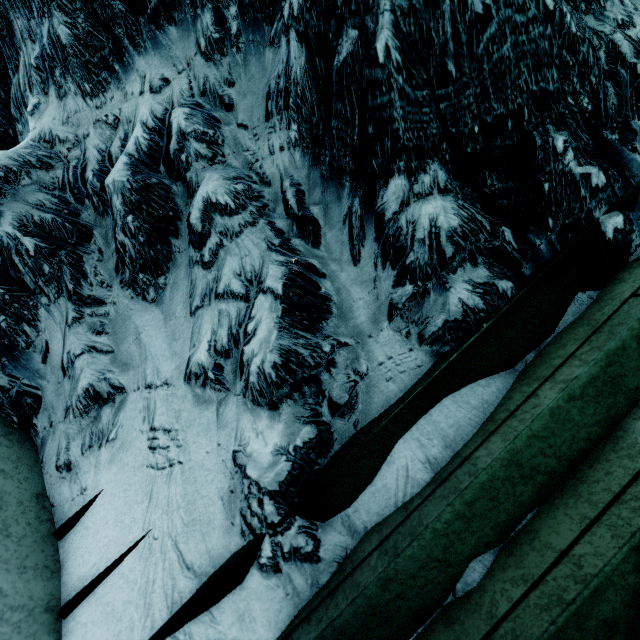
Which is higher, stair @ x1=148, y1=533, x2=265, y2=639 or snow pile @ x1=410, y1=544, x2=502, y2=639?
stair @ x1=148, y1=533, x2=265, y2=639

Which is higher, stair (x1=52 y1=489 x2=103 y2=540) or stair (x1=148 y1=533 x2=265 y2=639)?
stair (x1=52 y1=489 x2=103 y2=540)

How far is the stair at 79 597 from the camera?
0.8m

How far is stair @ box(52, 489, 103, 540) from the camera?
1.0 meters

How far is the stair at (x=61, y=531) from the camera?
0.95m

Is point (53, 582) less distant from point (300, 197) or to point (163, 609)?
point (163, 609)

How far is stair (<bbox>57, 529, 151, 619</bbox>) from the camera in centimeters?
82cm
